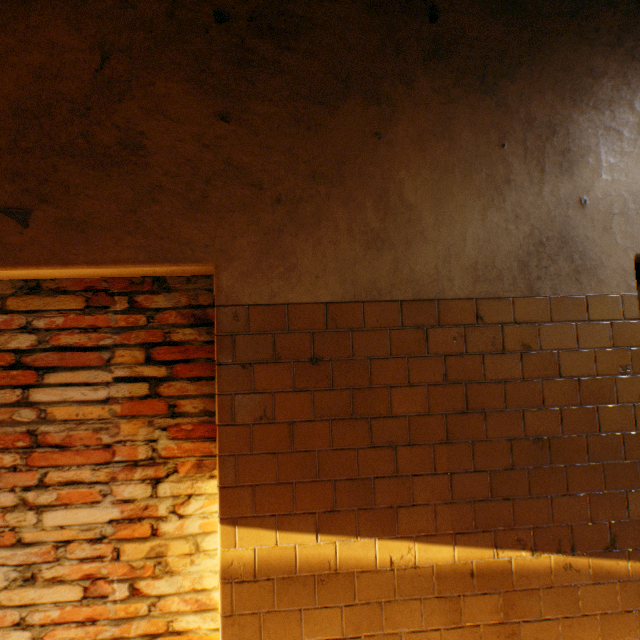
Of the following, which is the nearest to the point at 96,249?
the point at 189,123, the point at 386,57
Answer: the point at 189,123
